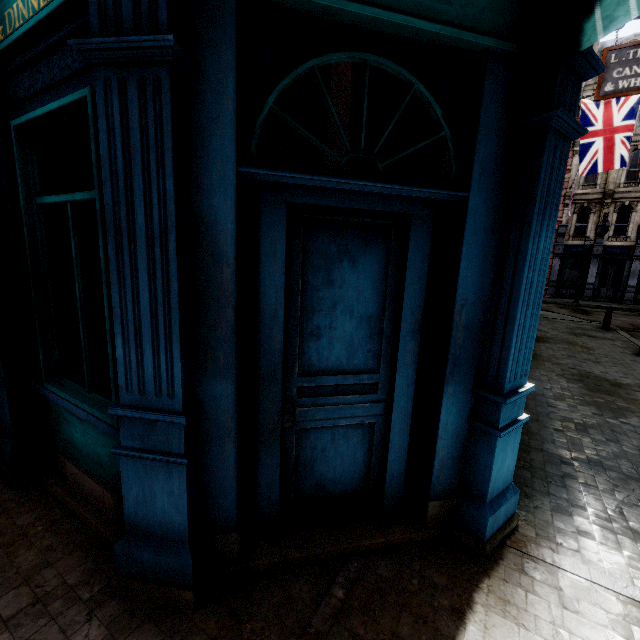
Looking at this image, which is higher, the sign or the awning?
the sign

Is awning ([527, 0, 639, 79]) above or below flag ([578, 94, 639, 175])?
below

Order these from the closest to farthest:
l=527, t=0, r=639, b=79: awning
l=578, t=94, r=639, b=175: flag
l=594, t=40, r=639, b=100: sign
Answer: l=527, t=0, r=639, b=79: awning < l=594, t=40, r=639, b=100: sign < l=578, t=94, r=639, b=175: flag

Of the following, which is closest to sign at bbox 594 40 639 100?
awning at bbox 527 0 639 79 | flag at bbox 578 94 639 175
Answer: awning at bbox 527 0 639 79

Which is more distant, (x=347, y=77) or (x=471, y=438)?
(x=347, y=77)

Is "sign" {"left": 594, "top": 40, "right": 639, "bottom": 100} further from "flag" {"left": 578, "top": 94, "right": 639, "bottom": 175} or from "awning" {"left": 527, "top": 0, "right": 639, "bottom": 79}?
"flag" {"left": 578, "top": 94, "right": 639, "bottom": 175}

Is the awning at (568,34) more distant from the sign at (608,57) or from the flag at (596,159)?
the flag at (596,159)
